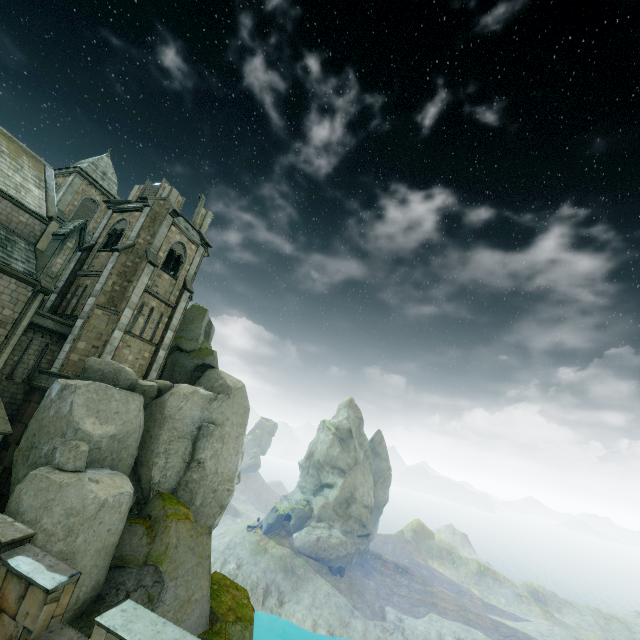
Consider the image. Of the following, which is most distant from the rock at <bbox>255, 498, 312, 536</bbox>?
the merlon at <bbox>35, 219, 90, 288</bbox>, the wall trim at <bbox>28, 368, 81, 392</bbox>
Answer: the merlon at <bbox>35, 219, 90, 288</bbox>

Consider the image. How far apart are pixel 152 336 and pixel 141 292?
3.8 meters

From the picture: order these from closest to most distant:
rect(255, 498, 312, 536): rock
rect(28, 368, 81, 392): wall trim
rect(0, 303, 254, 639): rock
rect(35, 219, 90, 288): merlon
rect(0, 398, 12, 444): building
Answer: rect(0, 303, 254, 639): rock < rect(0, 398, 12, 444): building < rect(28, 368, 81, 392): wall trim < rect(35, 219, 90, 288): merlon < rect(255, 498, 312, 536): rock

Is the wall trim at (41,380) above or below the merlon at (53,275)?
below

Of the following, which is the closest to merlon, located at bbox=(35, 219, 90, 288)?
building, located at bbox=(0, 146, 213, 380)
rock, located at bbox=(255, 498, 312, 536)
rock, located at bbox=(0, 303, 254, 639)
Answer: building, located at bbox=(0, 146, 213, 380)

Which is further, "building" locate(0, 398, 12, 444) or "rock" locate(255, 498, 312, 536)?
"rock" locate(255, 498, 312, 536)

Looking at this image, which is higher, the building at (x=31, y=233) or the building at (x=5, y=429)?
the building at (x=31, y=233)

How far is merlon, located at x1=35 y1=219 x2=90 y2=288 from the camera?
19.72m
